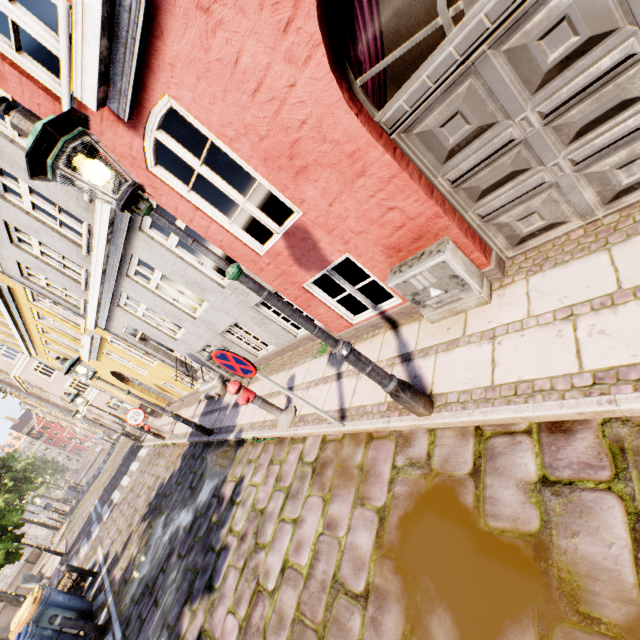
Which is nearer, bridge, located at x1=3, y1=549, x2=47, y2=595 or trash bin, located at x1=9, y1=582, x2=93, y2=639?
trash bin, located at x1=9, y1=582, x2=93, y2=639

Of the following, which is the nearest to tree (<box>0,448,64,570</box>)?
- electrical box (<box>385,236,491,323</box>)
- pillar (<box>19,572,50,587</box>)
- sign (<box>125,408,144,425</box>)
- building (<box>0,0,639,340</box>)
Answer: pillar (<box>19,572,50,587</box>)

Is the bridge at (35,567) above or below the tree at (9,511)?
below

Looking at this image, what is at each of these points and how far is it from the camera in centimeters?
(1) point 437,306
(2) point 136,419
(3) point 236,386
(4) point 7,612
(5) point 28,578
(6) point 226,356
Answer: (1) electrical box, 375cm
(2) sign, 1009cm
(3) hydrant, 517cm
(4) bridge, 1666cm
(5) pillar, 1500cm
(6) sign, 353cm

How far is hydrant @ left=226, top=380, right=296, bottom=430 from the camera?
5.2m

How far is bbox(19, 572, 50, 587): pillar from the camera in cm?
1490

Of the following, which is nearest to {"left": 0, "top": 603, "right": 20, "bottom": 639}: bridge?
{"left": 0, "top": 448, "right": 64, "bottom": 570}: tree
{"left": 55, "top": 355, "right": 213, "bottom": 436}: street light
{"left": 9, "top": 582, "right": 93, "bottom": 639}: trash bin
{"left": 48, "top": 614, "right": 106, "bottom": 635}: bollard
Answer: {"left": 0, "top": 448, "right": 64, "bottom": 570}: tree

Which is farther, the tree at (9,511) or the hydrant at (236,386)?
the tree at (9,511)
